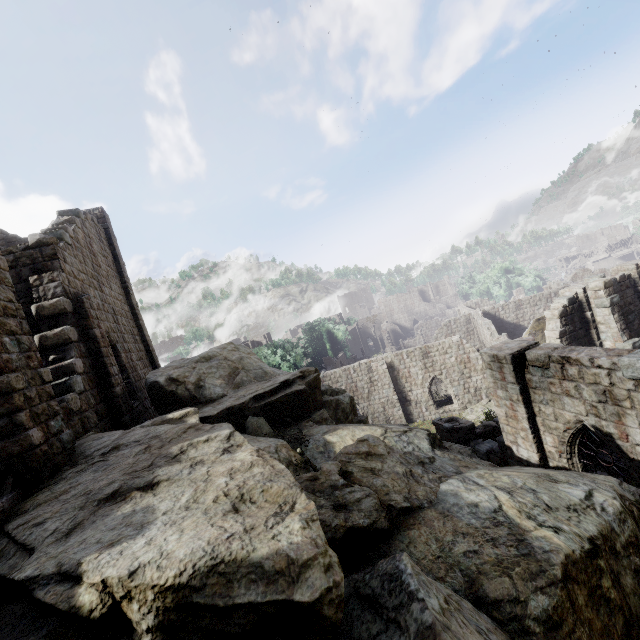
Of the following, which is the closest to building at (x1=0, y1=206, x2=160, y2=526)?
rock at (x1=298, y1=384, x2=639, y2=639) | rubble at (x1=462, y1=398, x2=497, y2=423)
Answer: rubble at (x1=462, y1=398, x2=497, y2=423)

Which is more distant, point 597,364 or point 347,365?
point 347,365

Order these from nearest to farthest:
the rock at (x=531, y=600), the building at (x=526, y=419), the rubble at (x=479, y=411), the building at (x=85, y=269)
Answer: the rock at (x=531, y=600)
the building at (x=85, y=269)
the building at (x=526, y=419)
the rubble at (x=479, y=411)

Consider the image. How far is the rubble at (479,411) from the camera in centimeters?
2383cm

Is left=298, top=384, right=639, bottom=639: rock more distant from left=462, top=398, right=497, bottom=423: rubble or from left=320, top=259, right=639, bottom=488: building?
left=462, top=398, right=497, bottom=423: rubble
